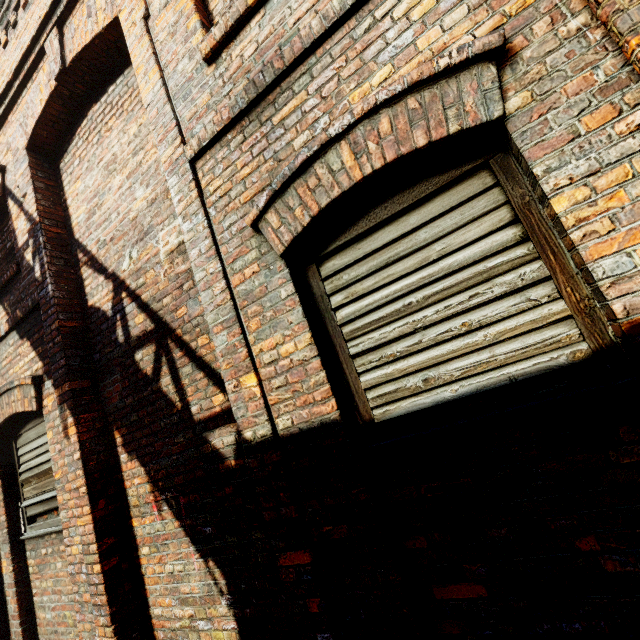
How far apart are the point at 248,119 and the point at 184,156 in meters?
0.6 m
